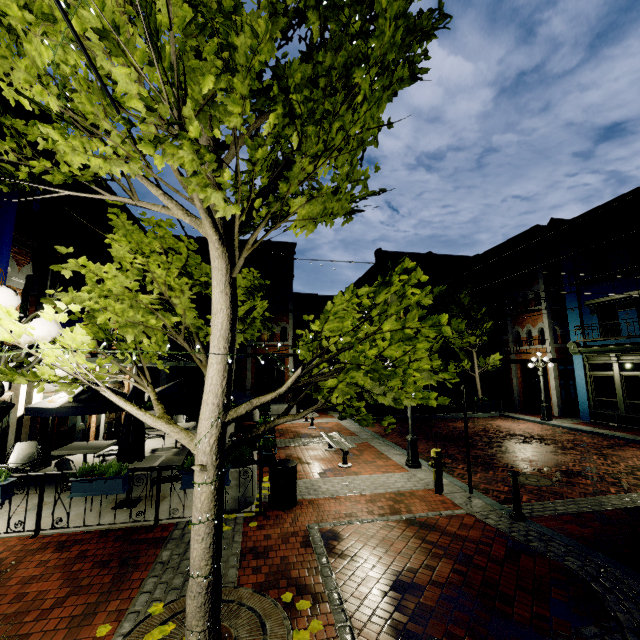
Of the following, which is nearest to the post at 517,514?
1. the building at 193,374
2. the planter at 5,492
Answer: the planter at 5,492

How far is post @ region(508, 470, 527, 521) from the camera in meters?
6.1 m

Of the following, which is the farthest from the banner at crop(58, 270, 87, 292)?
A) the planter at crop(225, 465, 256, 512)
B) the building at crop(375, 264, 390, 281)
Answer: the building at crop(375, 264, 390, 281)

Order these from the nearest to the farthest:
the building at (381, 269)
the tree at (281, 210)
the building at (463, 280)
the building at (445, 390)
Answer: the tree at (281, 210) → the building at (463, 280) → the building at (445, 390) → the building at (381, 269)

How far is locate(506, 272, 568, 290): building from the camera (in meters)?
20.27

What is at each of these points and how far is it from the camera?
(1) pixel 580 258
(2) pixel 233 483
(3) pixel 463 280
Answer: (1) building, 17.91m
(2) planter, 6.45m
(3) building, 31.25m

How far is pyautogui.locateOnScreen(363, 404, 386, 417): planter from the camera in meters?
18.8

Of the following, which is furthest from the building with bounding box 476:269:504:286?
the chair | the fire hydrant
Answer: the chair
